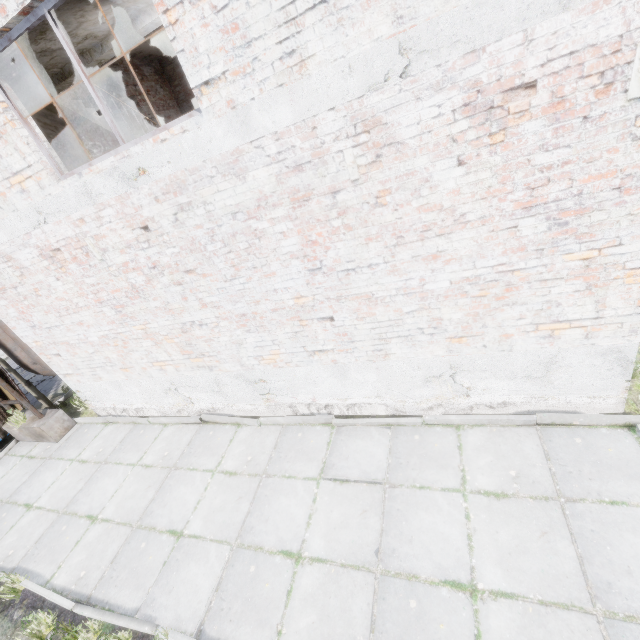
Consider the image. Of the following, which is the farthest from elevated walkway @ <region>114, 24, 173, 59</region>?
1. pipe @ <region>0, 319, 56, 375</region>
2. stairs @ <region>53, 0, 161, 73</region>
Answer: pipe @ <region>0, 319, 56, 375</region>

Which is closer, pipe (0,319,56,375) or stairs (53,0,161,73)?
stairs (53,0,161,73)

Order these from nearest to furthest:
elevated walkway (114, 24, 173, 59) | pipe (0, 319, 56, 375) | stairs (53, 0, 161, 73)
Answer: stairs (53, 0, 161, 73) < pipe (0, 319, 56, 375) < elevated walkway (114, 24, 173, 59)

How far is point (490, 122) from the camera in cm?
279

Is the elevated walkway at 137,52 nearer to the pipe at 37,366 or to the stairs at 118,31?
the stairs at 118,31

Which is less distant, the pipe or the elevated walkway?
the pipe

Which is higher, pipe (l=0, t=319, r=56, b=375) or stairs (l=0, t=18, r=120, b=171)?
stairs (l=0, t=18, r=120, b=171)
